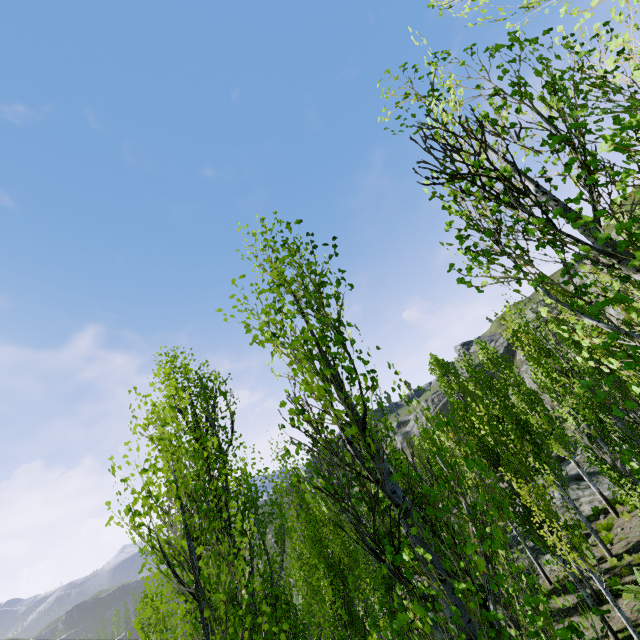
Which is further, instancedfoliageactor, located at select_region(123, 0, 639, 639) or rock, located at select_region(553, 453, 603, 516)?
rock, located at select_region(553, 453, 603, 516)

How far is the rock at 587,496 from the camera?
19.5m

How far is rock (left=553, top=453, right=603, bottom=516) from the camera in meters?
19.5 m

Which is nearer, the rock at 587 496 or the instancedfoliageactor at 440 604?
the instancedfoliageactor at 440 604

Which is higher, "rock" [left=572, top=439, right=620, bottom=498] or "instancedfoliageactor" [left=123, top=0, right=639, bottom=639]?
"instancedfoliageactor" [left=123, top=0, right=639, bottom=639]

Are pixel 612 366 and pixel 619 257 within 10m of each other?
yes
